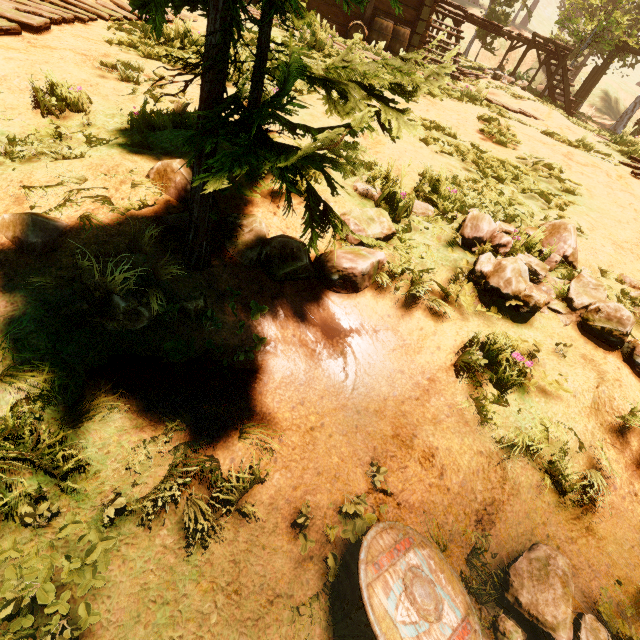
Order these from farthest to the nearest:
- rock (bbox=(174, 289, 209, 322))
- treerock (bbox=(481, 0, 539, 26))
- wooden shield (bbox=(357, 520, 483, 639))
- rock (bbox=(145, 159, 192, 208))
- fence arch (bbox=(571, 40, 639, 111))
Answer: treerock (bbox=(481, 0, 539, 26)), fence arch (bbox=(571, 40, 639, 111)), rock (bbox=(145, 159, 192, 208)), rock (bbox=(174, 289, 209, 322)), wooden shield (bbox=(357, 520, 483, 639))

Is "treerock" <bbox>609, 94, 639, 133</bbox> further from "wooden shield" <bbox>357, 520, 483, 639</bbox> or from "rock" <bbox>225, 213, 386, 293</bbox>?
"wooden shield" <bbox>357, 520, 483, 639</bbox>

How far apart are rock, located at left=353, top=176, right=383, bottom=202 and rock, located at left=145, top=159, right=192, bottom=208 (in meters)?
1.48

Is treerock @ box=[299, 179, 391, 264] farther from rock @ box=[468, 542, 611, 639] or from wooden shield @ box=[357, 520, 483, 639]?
rock @ box=[468, 542, 611, 639]

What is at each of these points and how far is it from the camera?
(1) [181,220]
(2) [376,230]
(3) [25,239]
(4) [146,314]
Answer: (1) rock, 2.38m
(2) rock, 3.00m
(3) rock, 1.96m
(4) rock, 1.94m

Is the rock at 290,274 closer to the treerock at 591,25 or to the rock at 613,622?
the treerock at 591,25

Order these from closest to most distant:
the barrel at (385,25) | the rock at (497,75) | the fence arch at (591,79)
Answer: the barrel at (385,25), the rock at (497,75), the fence arch at (591,79)

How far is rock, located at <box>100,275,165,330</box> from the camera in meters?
1.8
